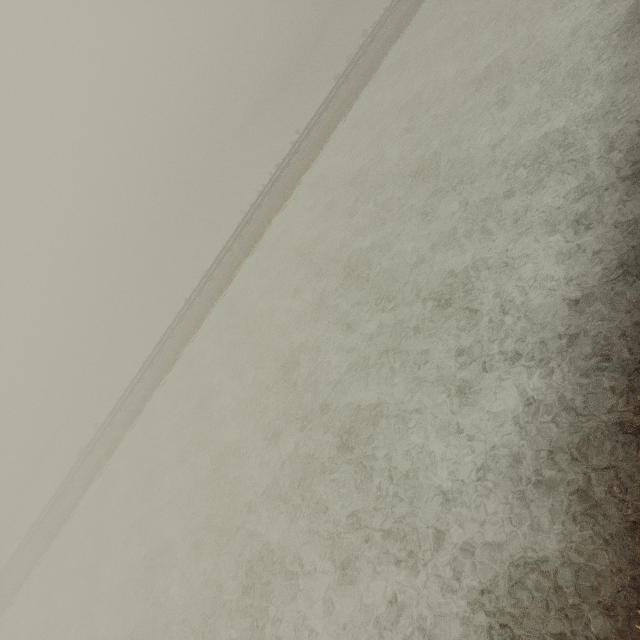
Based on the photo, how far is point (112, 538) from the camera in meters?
18.6 m
